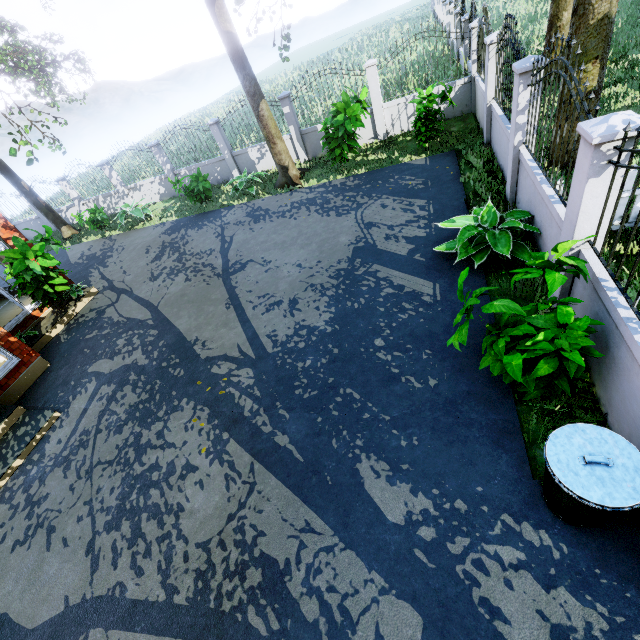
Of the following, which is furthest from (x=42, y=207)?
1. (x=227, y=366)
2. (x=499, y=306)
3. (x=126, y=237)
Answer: (x=499, y=306)

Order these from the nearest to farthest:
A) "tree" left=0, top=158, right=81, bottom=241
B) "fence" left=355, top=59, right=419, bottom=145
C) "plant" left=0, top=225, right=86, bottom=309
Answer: "plant" left=0, top=225, right=86, bottom=309 < "fence" left=355, top=59, right=419, bottom=145 < "tree" left=0, top=158, right=81, bottom=241

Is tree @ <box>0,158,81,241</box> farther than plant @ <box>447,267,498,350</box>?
Yes

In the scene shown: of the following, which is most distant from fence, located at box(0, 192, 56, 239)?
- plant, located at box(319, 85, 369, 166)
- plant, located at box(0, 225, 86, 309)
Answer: plant, located at box(0, 225, 86, 309)

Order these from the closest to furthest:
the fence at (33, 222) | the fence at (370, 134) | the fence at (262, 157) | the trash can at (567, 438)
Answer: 1. the trash can at (567, 438)
2. the fence at (370, 134)
3. the fence at (262, 157)
4. the fence at (33, 222)

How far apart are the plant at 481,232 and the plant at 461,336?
1.3m

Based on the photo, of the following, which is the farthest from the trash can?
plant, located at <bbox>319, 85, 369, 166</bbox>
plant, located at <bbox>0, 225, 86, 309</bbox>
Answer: plant, located at <bbox>319, 85, 369, 166</bbox>

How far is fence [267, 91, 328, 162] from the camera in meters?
12.2 m
